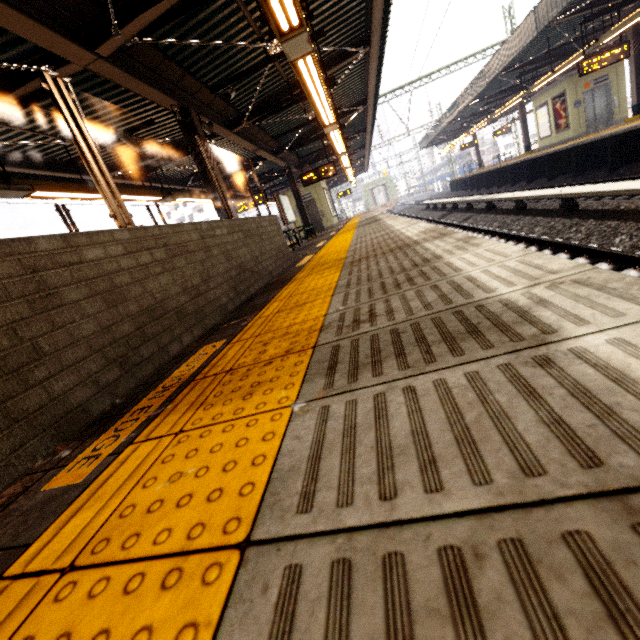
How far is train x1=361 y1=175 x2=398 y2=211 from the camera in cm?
4050

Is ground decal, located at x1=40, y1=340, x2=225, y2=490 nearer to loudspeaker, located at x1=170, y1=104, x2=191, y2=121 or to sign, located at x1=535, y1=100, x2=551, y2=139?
loudspeaker, located at x1=170, y1=104, x2=191, y2=121

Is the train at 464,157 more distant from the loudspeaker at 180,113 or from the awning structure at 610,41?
the loudspeaker at 180,113

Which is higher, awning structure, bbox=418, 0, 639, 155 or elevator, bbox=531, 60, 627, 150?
awning structure, bbox=418, 0, 639, 155

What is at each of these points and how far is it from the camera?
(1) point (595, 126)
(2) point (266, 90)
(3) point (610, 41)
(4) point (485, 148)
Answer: (1) elevator, 16.1m
(2) awning structure, 8.5m
(3) awning structure, 19.1m
(4) train, 42.4m

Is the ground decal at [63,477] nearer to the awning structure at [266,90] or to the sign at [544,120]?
the awning structure at [266,90]

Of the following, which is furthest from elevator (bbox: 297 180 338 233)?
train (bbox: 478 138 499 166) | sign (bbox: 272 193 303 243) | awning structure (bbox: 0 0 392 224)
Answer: train (bbox: 478 138 499 166)

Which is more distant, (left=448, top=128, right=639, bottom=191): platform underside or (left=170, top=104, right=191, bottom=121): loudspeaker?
(left=448, top=128, right=639, bottom=191): platform underside
